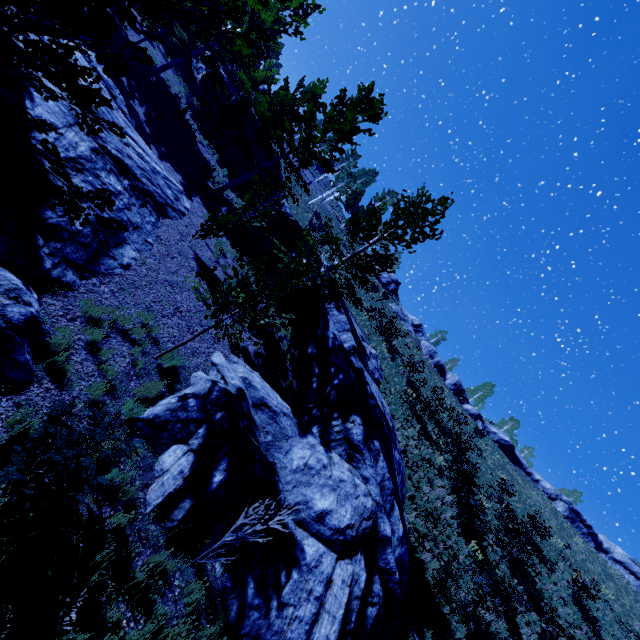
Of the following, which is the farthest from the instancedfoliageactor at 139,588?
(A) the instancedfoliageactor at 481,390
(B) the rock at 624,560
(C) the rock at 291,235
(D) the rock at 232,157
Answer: (A) the instancedfoliageactor at 481,390

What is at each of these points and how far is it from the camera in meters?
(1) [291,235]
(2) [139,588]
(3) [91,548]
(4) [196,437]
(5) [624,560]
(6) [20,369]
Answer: (1) rock, 17.2 m
(2) instancedfoliageactor, 5.5 m
(3) instancedfoliageactor, 4.9 m
(4) rock, 7.5 m
(5) rock, 29.8 m
(6) rock, 5.6 m

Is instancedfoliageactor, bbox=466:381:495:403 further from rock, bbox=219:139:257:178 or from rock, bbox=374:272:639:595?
rock, bbox=219:139:257:178

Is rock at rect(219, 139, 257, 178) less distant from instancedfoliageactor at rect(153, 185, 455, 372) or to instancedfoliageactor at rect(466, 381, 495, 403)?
instancedfoliageactor at rect(153, 185, 455, 372)

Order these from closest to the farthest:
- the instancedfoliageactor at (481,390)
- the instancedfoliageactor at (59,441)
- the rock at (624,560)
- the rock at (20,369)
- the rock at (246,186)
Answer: the instancedfoliageactor at (59,441) → the rock at (20,369) → the rock at (246,186) → the rock at (624,560) → the instancedfoliageactor at (481,390)

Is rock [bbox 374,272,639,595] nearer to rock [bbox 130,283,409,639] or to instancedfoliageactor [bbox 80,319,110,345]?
rock [bbox 130,283,409,639]

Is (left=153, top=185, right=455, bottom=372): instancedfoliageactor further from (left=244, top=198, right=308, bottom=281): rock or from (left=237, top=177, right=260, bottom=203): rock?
(left=244, top=198, right=308, bottom=281): rock
